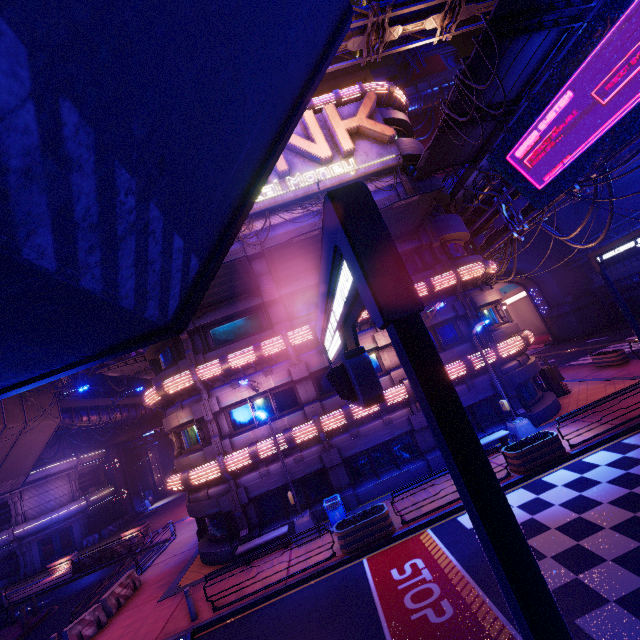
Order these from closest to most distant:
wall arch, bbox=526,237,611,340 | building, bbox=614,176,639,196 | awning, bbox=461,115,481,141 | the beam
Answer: awning, bbox=461,115,481,141 < the beam < building, bbox=614,176,639,196 < wall arch, bbox=526,237,611,340

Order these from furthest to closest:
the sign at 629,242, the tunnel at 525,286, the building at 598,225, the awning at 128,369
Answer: the tunnel at 525,286, the building at 598,225, the awning at 128,369, the sign at 629,242

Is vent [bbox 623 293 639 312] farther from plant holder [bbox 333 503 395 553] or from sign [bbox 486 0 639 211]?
plant holder [bbox 333 503 395 553]

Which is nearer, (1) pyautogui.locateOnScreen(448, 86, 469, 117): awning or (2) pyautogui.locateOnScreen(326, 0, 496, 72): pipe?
(1) pyautogui.locateOnScreen(448, 86, 469, 117): awning

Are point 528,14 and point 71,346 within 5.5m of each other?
no

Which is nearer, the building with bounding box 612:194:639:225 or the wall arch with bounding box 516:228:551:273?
the building with bounding box 612:194:639:225

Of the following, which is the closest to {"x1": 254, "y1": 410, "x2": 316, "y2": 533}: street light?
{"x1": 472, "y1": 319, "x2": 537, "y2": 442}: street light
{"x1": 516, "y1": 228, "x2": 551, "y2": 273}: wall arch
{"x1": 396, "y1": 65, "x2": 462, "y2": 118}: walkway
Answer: {"x1": 472, "y1": 319, "x2": 537, "y2": 442}: street light

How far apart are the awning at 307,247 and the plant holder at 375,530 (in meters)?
11.49
